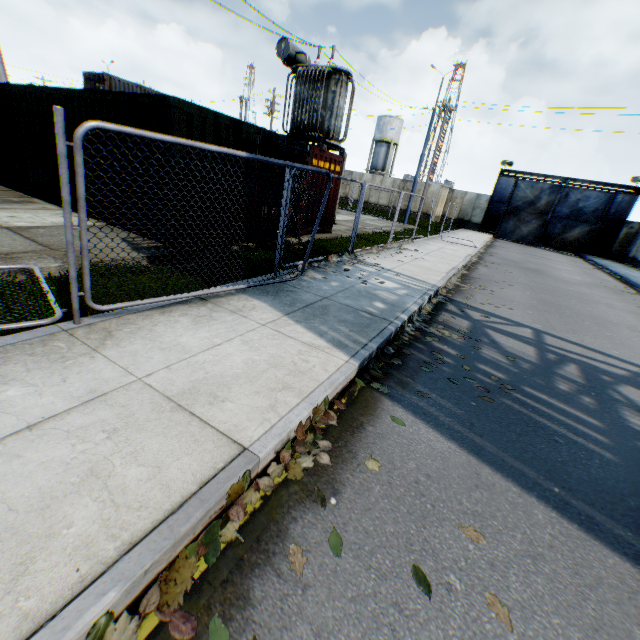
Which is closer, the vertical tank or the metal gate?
the metal gate

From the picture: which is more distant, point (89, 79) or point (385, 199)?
point (385, 199)

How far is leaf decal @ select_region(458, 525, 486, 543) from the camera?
2.4 meters

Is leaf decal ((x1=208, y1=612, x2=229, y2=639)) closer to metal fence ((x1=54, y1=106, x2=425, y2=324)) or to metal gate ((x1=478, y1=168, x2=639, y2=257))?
metal fence ((x1=54, y1=106, x2=425, y2=324))

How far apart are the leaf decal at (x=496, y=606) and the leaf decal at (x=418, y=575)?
0.3m

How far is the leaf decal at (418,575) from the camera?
1.99m

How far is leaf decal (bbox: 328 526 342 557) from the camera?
2.1m

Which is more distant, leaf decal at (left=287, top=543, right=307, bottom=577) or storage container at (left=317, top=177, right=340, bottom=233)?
storage container at (left=317, top=177, right=340, bottom=233)
